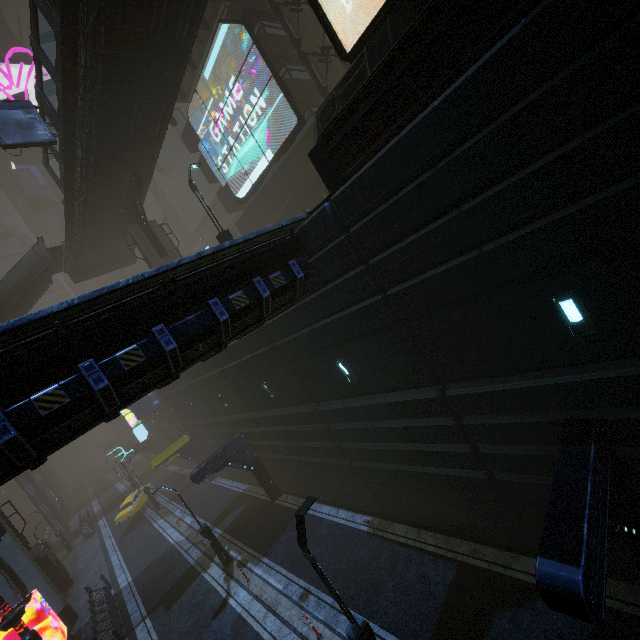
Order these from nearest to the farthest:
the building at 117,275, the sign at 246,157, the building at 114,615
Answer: the building at 114,615 < the sign at 246,157 < the building at 117,275

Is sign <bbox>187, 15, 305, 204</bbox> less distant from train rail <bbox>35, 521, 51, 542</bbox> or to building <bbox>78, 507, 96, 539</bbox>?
building <bbox>78, 507, 96, 539</bbox>

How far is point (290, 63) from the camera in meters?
20.4

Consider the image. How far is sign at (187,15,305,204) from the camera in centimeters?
1934cm

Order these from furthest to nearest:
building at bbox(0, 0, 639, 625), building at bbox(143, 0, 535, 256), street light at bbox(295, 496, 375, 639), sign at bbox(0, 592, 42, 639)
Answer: sign at bbox(0, 592, 42, 639)
street light at bbox(295, 496, 375, 639)
building at bbox(143, 0, 535, 256)
building at bbox(0, 0, 639, 625)

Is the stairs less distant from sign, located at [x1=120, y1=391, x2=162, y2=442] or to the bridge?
the bridge

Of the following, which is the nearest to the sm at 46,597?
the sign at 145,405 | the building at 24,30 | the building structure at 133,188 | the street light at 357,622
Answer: the building at 24,30

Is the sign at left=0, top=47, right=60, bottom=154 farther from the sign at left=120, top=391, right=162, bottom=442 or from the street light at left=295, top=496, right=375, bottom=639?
the street light at left=295, top=496, right=375, bottom=639
